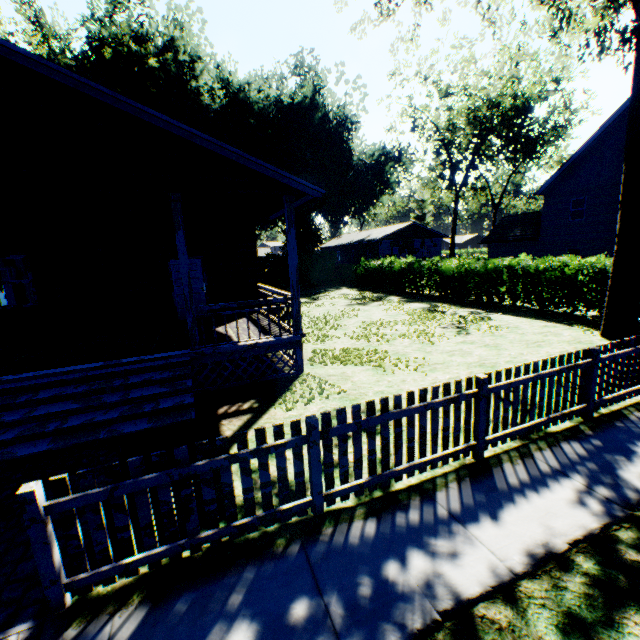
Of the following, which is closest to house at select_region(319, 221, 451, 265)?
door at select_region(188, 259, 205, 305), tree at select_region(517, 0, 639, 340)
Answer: tree at select_region(517, 0, 639, 340)

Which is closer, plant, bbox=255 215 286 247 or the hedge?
the hedge

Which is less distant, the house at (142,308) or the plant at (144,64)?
the house at (142,308)

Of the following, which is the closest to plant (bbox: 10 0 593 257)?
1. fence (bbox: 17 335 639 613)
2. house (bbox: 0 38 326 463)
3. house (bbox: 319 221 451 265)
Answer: house (bbox: 319 221 451 265)

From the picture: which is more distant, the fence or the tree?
the tree

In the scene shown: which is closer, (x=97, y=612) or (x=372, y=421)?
(x=97, y=612)

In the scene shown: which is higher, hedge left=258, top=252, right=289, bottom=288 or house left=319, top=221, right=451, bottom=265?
house left=319, top=221, right=451, bottom=265

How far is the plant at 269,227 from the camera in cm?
3344
